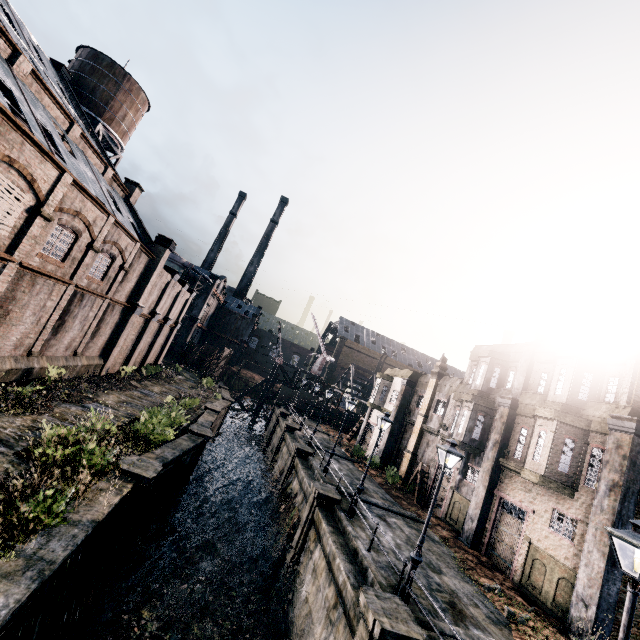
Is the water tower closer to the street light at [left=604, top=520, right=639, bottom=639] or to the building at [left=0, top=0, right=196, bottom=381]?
the building at [left=0, top=0, right=196, bottom=381]

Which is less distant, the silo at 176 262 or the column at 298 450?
the column at 298 450

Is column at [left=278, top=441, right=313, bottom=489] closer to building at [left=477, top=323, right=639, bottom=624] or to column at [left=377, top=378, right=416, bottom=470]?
column at [left=377, top=378, right=416, bottom=470]

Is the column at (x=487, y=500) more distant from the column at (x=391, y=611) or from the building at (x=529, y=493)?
the column at (x=391, y=611)

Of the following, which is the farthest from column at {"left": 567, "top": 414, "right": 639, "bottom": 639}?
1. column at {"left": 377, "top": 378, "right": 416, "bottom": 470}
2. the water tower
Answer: the water tower

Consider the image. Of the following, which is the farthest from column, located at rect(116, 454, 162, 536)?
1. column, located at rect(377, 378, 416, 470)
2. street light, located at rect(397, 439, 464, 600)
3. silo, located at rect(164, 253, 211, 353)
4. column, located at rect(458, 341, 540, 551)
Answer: silo, located at rect(164, 253, 211, 353)

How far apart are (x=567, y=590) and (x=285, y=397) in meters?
42.3

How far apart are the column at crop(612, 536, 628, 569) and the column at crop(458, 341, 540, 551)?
5.5m
